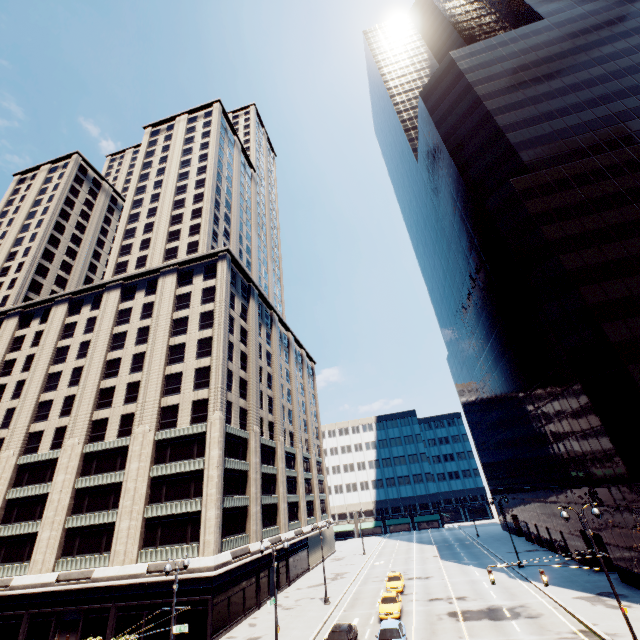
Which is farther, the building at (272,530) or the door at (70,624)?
the building at (272,530)

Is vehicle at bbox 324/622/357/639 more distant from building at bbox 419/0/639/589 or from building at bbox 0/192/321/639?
building at bbox 419/0/639/589

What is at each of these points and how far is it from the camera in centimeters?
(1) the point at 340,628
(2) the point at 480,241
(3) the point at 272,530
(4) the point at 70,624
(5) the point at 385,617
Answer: (1) vehicle, 2350cm
(2) building, 4531cm
(3) building, 4369cm
(4) door, 3064cm
(5) vehicle, 2752cm

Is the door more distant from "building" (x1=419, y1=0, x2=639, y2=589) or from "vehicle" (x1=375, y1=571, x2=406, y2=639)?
"building" (x1=419, y1=0, x2=639, y2=589)

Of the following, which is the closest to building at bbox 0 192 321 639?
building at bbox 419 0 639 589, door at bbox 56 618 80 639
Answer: door at bbox 56 618 80 639

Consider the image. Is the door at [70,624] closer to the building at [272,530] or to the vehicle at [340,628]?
the building at [272,530]

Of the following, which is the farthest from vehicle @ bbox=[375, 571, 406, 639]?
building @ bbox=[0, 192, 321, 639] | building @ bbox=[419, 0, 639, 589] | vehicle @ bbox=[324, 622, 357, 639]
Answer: building @ bbox=[419, 0, 639, 589]

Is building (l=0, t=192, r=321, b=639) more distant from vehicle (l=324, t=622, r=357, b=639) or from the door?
vehicle (l=324, t=622, r=357, b=639)
